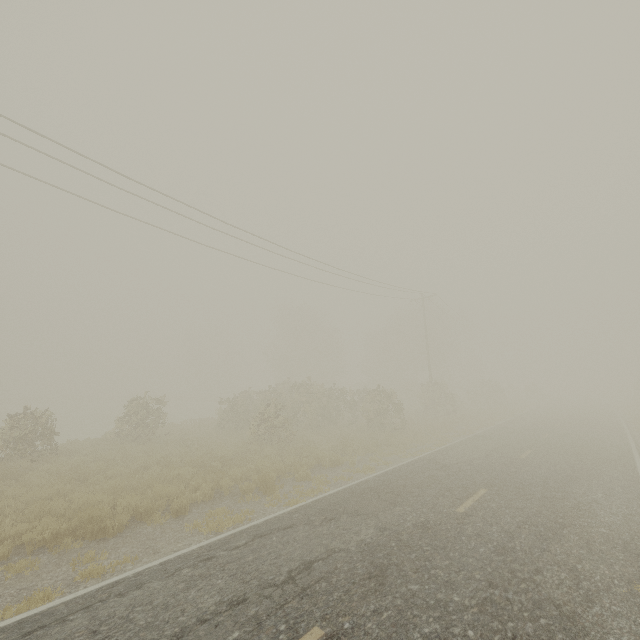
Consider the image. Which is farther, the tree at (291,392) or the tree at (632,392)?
the tree at (632,392)

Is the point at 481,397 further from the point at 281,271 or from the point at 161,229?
the point at 161,229

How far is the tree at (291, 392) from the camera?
19.5 meters

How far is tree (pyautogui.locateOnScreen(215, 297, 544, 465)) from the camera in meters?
19.5 m

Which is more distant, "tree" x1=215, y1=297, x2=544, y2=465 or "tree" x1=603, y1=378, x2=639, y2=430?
"tree" x1=603, y1=378, x2=639, y2=430
